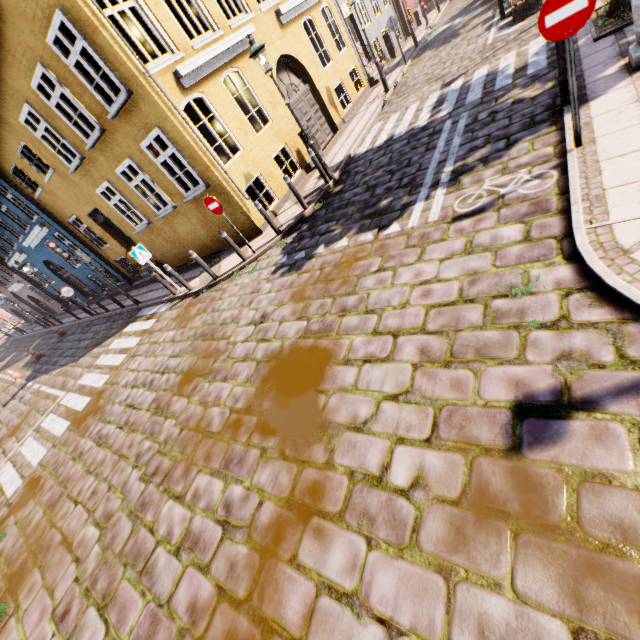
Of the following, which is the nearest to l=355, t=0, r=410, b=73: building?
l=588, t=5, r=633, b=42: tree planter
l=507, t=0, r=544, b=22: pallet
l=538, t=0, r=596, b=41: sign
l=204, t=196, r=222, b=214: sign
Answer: l=204, t=196, r=222, b=214: sign

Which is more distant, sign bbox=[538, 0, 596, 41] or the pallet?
the pallet

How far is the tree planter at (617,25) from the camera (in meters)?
6.24

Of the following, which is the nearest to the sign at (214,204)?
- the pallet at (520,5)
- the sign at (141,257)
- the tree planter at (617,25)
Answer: the sign at (141,257)

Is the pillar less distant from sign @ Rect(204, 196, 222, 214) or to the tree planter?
the tree planter

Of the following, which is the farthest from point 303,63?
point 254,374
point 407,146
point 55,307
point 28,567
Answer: point 55,307

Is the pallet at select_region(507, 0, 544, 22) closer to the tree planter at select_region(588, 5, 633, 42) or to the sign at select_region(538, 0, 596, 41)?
the tree planter at select_region(588, 5, 633, 42)

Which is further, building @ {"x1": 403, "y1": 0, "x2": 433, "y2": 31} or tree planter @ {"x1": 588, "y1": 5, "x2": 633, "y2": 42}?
building @ {"x1": 403, "y1": 0, "x2": 433, "y2": 31}
